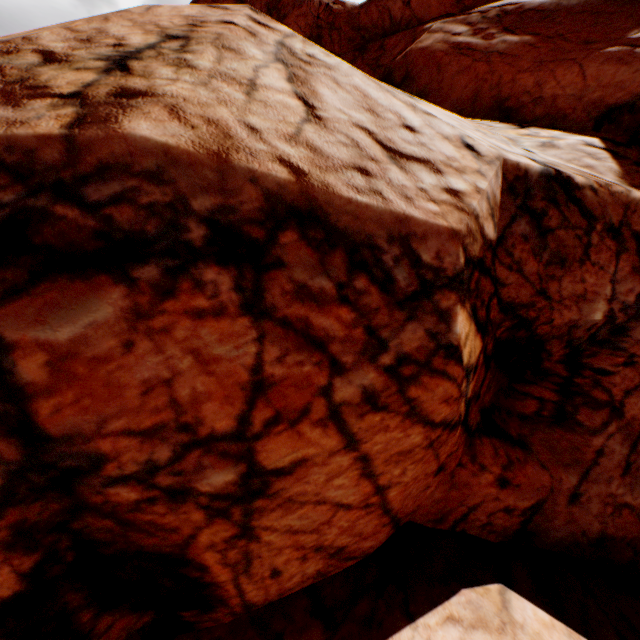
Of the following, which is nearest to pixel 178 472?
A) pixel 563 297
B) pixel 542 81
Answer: pixel 563 297
